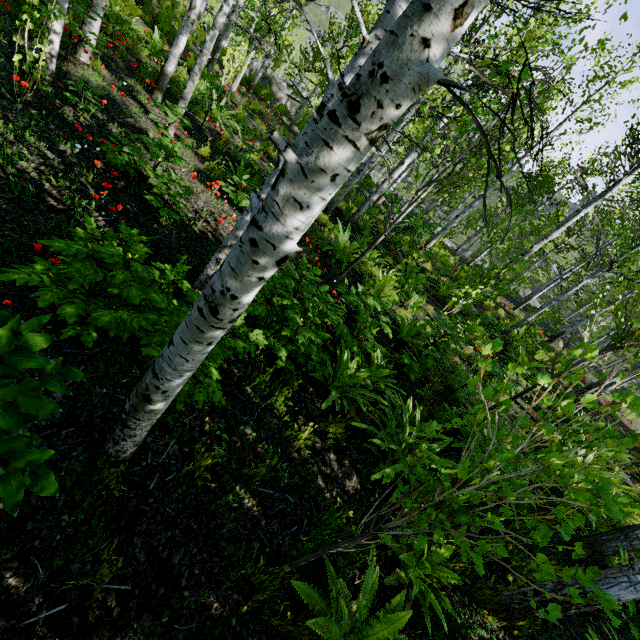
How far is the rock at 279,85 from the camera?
30.6 meters

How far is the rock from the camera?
30.59m

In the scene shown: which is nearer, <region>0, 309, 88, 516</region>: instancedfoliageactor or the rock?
<region>0, 309, 88, 516</region>: instancedfoliageactor

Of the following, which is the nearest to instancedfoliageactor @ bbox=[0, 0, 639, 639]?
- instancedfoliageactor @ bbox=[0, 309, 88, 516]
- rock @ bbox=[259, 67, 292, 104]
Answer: instancedfoliageactor @ bbox=[0, 309, 88, 516]

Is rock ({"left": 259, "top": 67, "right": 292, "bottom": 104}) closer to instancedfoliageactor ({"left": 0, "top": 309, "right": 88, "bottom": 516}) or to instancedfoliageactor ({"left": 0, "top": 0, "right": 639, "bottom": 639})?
instancedfoliageactor ({"left": 0, "top": 0, "right": 639, "bottom": 639})

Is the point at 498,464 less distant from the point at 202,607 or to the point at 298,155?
the point at 202,607

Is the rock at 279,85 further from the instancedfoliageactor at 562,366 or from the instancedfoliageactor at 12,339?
the instancedfoliageactor at 12,339
